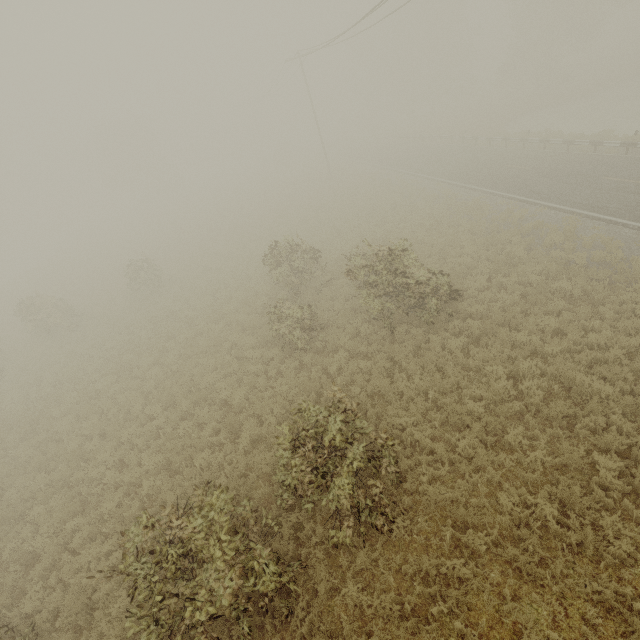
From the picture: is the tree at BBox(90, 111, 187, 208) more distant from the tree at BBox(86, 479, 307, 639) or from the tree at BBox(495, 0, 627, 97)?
the tree at BBox(86, 479, 307, 639)

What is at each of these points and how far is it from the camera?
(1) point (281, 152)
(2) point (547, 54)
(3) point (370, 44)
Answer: (1) tree, 56.0 meters
(2) tree, 37.1 meters
(3) tree, 56.5 meters

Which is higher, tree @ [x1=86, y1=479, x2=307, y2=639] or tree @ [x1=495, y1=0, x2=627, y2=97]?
Answer: tree @ [x1=495, y1=0, x2=627, y2=97]

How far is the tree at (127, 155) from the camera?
50.41m

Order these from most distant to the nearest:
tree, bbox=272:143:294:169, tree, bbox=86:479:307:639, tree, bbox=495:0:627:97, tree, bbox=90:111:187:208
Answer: tree, bbox=272:143:294:169, tree, bbox=90:111:187:208, tree, bbox=495:0:627:97, tree, bbox=86:479:307:639

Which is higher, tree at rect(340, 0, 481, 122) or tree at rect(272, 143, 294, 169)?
tree at rect(340, 0, 481, 122)

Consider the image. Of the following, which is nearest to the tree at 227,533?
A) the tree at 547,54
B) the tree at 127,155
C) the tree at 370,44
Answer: the tree at 547,54

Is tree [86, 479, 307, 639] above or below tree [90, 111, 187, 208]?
below
